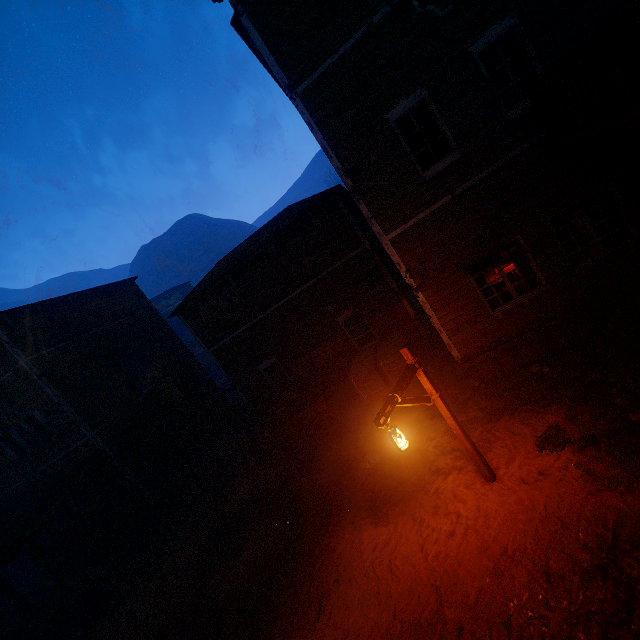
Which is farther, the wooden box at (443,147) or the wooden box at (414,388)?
the wooden box at (414,388)

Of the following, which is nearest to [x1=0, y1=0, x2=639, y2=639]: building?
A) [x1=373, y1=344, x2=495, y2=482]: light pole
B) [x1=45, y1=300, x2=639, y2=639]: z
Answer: [x1=45, y1=300, x2=639, y2=639]: z

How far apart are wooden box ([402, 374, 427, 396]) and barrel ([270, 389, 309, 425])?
2.1 meters

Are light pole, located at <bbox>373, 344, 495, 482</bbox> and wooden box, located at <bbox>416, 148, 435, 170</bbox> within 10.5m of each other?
yes

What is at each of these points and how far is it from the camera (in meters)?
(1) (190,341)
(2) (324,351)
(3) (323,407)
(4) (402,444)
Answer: (1) z, 38.81
(2) poster, 12.62
(3) carraige, 11.19
(4) light pole, 5.15

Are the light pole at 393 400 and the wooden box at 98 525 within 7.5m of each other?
no

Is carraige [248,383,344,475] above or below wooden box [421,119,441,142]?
below

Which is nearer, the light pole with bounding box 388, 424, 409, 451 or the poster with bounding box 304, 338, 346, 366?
the light pole with bounding box 388, 424, 409, 451
